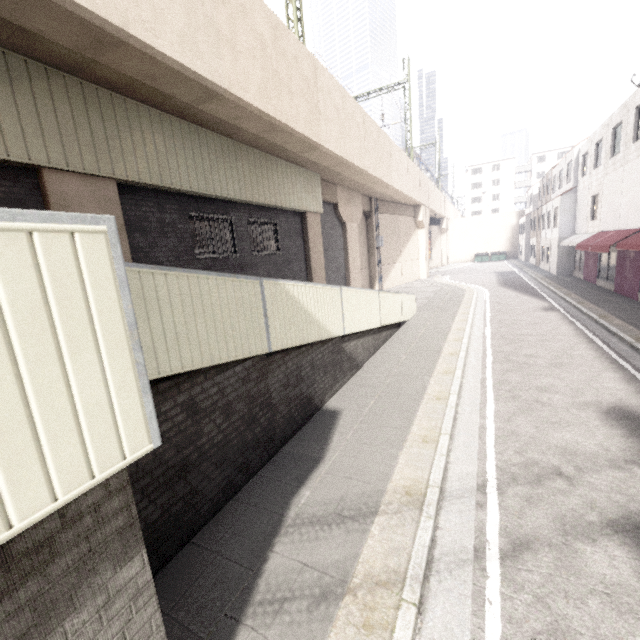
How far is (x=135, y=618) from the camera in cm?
183

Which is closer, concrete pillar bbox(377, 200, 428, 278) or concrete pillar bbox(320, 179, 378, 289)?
concrete pillar bbox(320, 179, 378, 289)

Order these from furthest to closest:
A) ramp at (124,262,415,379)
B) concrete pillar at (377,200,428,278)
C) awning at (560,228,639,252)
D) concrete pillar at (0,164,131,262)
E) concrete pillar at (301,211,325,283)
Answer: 1. concrete pillar at (377,200,428,278)
2. concrete pillar at (301,211,325,283)
3. awning at (560,228,639,252)
4. concrete pillar at (0,164,131,262)
5. ramp at (124,262,415,379)

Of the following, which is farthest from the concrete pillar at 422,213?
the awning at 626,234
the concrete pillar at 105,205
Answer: the awning at 626,234

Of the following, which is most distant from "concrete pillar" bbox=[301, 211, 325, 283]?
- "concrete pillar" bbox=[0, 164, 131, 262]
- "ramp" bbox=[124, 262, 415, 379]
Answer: "concrete pillar" bbox=[0, 164, 131, 262]

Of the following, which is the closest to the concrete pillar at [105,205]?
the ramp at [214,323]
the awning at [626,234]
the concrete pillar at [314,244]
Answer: the ramp at [214,323]

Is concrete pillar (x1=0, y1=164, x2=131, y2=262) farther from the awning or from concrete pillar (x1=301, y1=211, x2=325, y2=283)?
the awning

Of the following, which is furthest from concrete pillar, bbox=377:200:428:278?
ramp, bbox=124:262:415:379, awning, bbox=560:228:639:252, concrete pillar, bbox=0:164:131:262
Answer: awning, bbox=560:228:639:252
